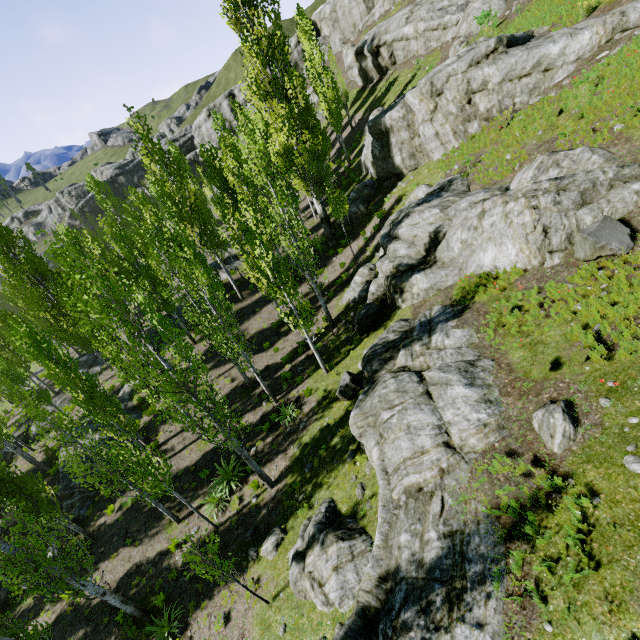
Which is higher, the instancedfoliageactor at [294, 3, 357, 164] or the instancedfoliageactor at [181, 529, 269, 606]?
the instancedfoliageactor at [294, 3, 357, 164]

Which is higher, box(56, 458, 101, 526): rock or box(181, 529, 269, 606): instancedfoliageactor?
box(181, 529, 269, 606): instancedfoliageactor

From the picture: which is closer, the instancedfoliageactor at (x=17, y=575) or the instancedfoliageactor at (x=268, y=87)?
the instancedfoliageactor at (x=17, y=575)

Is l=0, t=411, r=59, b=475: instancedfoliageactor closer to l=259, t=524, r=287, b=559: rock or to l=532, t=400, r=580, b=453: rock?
l=532, t=400, r=580, b=453: rock

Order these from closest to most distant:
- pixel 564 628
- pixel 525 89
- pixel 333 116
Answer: pixel 564 628 < pixel 525 89 < pixel 333 116

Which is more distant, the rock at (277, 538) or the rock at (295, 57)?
the rock at (295, 57)

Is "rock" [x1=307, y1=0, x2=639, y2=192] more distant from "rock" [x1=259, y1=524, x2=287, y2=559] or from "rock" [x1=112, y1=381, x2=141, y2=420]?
"rock" [x1=112, y1=381, x2=141, y2=420]

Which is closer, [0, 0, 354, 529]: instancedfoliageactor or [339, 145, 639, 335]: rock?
[339, 145, 639, 335]: rock
